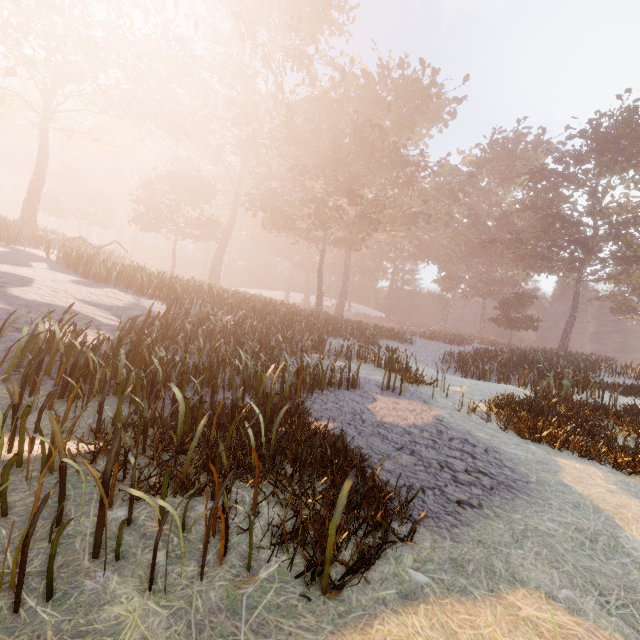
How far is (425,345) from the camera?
32.8m
